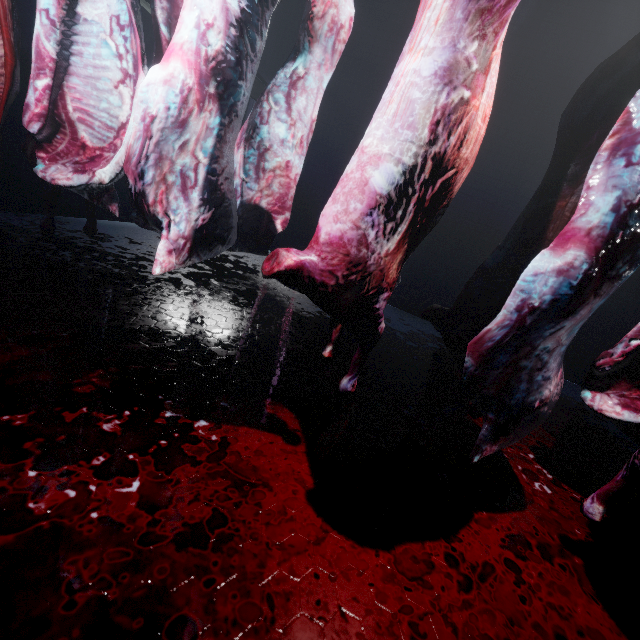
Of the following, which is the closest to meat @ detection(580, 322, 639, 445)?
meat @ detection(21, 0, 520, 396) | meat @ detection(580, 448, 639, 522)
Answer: meat @ detection(580, 448, 639, 522)

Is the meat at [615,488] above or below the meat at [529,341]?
below

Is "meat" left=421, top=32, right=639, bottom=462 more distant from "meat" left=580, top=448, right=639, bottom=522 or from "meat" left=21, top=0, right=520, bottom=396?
"meat" left=21, top=0, right=520, bottom=396

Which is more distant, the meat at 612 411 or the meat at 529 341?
the meat at 612 411

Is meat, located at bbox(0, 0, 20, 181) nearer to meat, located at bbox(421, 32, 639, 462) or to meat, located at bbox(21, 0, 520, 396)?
meat, located at bbox(21, 0, 520, 396)

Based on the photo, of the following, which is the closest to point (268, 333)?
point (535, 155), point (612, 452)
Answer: point (612, 452)

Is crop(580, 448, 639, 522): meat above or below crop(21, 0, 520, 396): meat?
below

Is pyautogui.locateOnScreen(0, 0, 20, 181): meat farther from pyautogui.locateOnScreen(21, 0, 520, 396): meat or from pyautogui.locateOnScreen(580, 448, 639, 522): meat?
pyautogui.locateOnScreen(580, 448, 639, 522): meat
